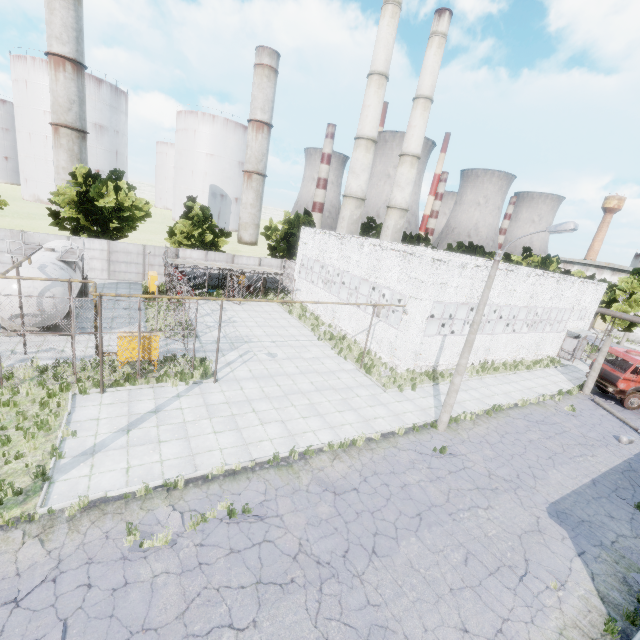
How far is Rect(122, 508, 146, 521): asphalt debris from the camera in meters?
8.9

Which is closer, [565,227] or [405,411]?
[565,227]

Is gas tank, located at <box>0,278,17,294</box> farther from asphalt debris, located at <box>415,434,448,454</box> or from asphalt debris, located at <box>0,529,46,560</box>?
asphalt debris, located at <box>415,434,448,454</box>

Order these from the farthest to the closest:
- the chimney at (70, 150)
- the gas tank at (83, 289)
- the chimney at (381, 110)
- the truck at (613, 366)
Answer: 1. the chimney at (70, 150)
2. the chimney at (381, 110)
3. the truck at (613, 366)
4. the gas tank at (83, 289)

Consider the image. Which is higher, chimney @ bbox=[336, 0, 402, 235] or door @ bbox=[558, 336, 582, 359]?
chimney @ bbox=[336, 0, 402, 235]

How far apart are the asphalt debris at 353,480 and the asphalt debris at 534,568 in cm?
496

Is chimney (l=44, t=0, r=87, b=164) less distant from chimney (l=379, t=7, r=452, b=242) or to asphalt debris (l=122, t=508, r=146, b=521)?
chimney (l=379, t=7, r=452, b=242)

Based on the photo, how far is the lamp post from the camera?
11.6 meters
